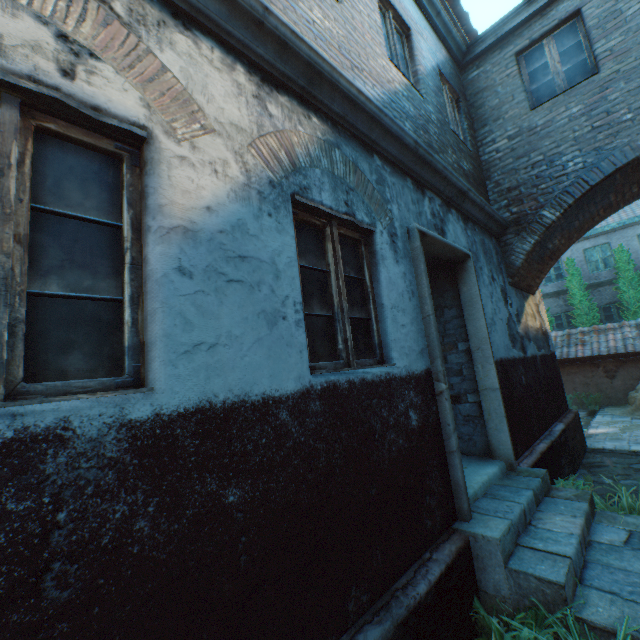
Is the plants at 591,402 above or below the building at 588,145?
below

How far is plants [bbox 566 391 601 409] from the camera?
12.4 meters

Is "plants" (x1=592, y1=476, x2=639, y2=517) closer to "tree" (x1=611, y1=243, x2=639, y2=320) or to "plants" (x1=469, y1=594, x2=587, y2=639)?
"plants" (x1=469, y1=594, x2=587, y2=639)

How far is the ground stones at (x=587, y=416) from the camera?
9.95m

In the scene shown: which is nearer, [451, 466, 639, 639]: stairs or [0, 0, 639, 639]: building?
[0, 0, 639, 639]: building

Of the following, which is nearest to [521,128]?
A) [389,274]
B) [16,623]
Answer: [389,274]

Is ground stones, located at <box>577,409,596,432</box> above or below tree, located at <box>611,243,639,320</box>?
below

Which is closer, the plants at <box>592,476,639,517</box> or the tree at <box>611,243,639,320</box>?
the plants at <box>592,476,639,517</box>
